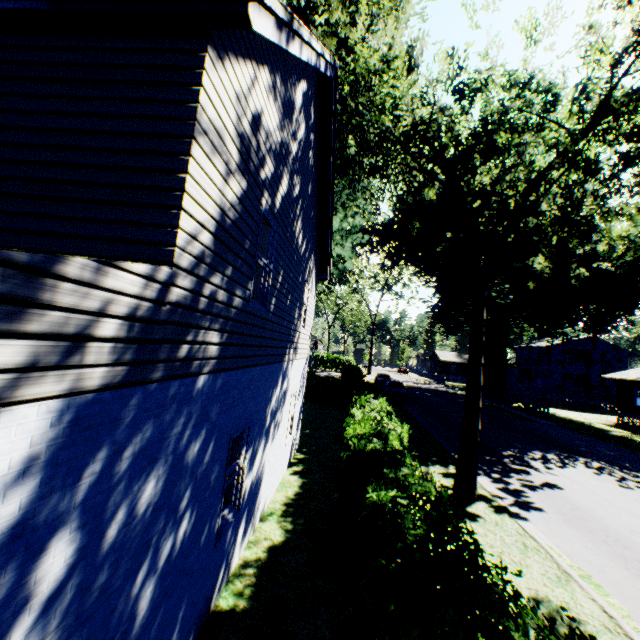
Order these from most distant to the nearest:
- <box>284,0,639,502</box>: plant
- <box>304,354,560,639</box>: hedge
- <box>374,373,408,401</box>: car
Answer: <box>374,373,408,401</box>: car, <box>284,0,639,502</box>: plant, <box>304,354,560,639</box>: hedge

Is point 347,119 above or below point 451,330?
above

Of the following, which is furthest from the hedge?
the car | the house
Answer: the house

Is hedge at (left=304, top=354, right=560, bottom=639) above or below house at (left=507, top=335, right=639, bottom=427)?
below

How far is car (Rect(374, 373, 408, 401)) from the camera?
28.4 meters

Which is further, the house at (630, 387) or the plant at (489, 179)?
the house at (630, 387)

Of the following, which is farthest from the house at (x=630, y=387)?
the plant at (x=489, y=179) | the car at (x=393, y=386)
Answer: the car at (x=393, y=386)

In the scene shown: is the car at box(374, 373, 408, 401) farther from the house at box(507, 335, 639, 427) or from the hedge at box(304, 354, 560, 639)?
the house at box(507, 335, 639, 427)
